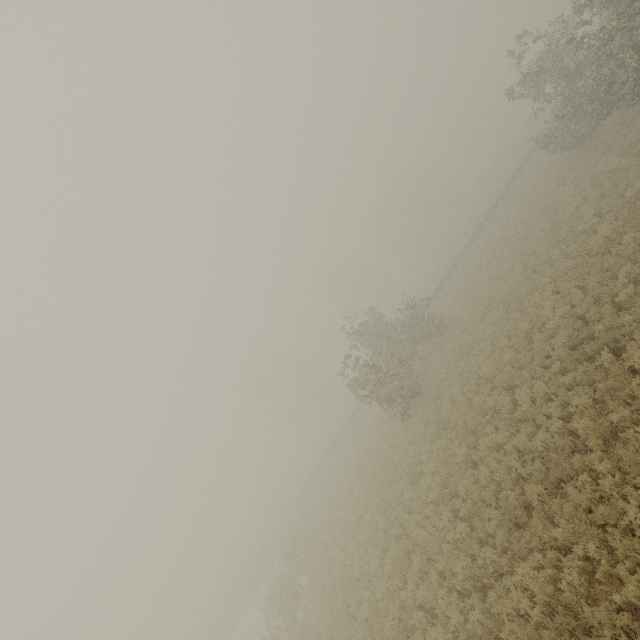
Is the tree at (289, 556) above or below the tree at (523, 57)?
below

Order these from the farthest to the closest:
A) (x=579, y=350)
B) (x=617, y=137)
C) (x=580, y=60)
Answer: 1. (x=617, y=137)
2. (x=580, y=60)
3. (x=579, y=350)

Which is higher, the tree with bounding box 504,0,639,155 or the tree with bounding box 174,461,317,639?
the tree with bounding box 504,0,639,155

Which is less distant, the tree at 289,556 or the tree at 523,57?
the tree at 523,57

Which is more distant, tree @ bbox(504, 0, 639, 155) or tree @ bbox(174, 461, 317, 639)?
tree @ bbox(174, 461, 317, 639)
